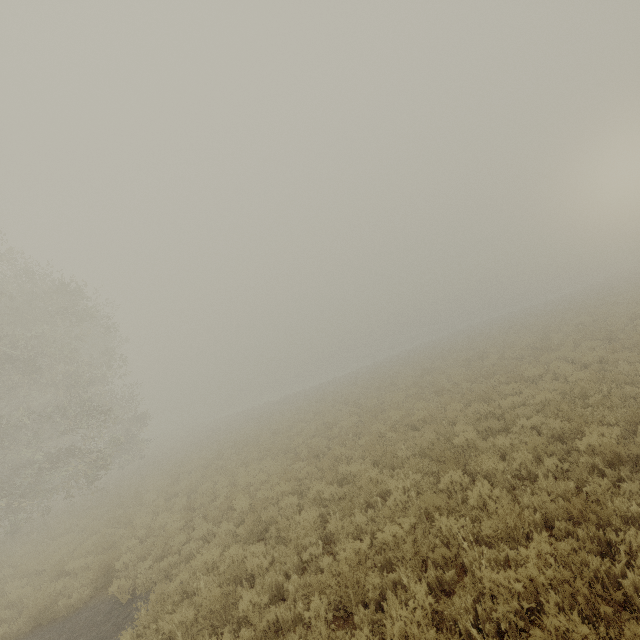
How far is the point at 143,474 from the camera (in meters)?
23.84
